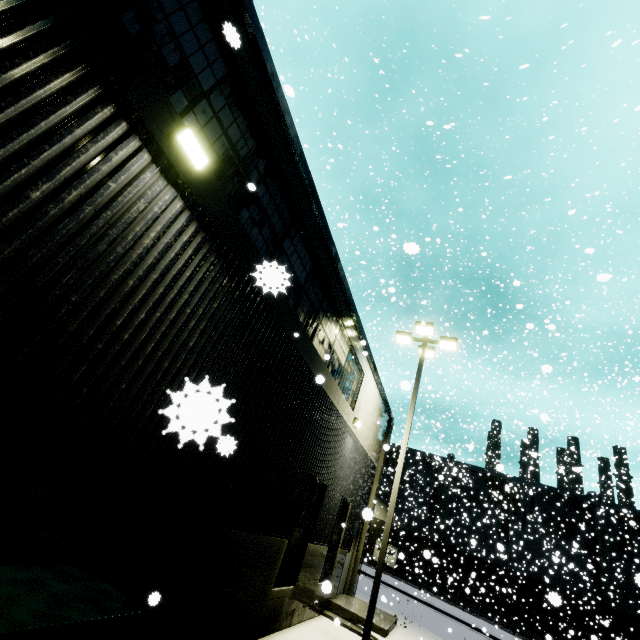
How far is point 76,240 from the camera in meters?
3.0

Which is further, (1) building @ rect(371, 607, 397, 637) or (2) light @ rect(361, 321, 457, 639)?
(1) building @ rect(371, 607, 397, 637)

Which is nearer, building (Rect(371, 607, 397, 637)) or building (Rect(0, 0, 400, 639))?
building (Rect(0, 0, 400, 639))

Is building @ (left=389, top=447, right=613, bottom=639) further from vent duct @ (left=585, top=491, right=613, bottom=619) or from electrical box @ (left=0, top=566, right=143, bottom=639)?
electrical box @ (left=0, top=566, right=143, bottom=639)

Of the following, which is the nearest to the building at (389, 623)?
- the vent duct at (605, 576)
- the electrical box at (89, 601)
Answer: the vent duct at (605, 576)

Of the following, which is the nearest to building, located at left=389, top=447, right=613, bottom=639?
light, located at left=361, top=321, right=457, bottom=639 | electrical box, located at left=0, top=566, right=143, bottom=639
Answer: electrical box, located at left=0, top=566, right=143, bottom=639

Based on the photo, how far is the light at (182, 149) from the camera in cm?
371

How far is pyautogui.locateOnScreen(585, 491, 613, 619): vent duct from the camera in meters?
34.0 m
